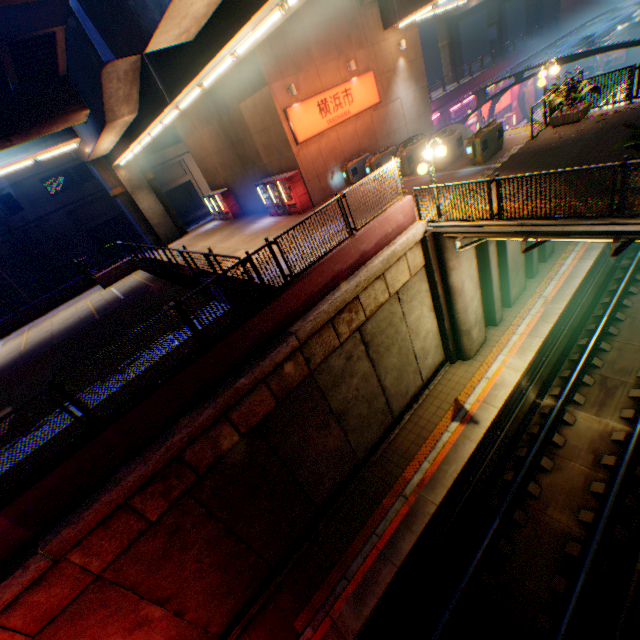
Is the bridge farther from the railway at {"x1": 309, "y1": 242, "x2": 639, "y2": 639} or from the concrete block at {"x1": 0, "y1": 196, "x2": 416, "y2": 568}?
the railway at {"x1": 309, "y1": 242, "x2": 639, "y2": 639}

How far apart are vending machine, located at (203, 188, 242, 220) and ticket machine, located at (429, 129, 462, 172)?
14.51m

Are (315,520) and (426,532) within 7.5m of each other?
yes

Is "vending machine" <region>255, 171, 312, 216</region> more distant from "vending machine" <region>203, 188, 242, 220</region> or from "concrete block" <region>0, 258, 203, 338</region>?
"concrete block" <region>0, 258, 203, 338</region>

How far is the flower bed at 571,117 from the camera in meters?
12.5 m

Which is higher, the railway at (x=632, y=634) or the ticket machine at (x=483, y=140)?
the ticket machine at (x=483, y=140)

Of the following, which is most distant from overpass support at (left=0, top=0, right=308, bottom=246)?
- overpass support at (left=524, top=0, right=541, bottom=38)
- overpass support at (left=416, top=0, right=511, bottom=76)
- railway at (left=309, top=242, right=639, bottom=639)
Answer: overpass support at (left=524, top=0, right=541, bottom=38)

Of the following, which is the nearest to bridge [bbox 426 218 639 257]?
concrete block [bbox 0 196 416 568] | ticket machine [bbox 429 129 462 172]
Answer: concrete block [bbox 0 196 416 568]
